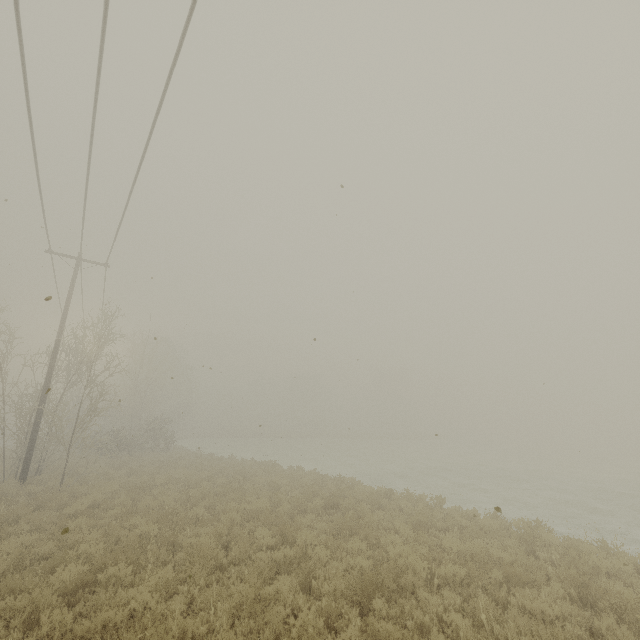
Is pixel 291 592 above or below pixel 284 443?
above
